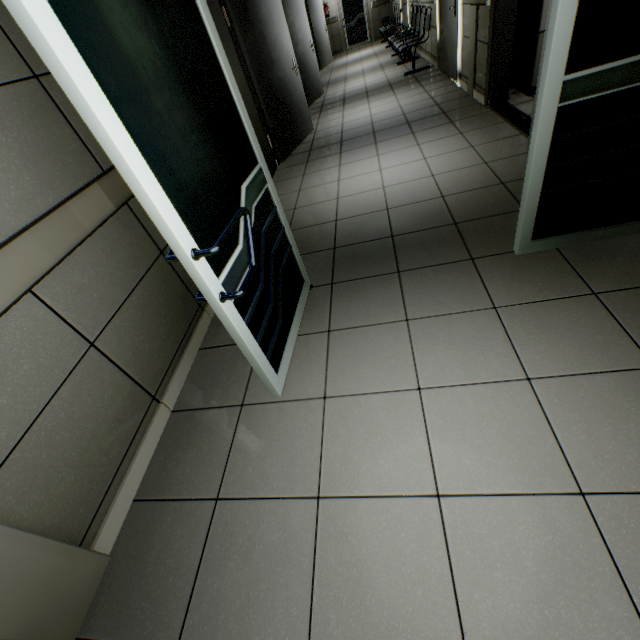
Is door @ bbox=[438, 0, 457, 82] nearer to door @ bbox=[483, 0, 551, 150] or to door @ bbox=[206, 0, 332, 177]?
door @ bbox=[483, 0, 551, 150]

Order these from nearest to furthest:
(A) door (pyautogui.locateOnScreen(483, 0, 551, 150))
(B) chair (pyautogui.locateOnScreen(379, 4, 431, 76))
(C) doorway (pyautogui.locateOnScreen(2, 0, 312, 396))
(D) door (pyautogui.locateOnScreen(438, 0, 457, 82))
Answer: (C) doorway (pyautogui.locateOnScreen(2, 0, 312, 396)), (A) door (pyautogui.locateOnScreen(483, 0, 551, 150)), (D) door (pyautogui.locateOnScreen(438, 0, 457, 82)), (B) chair (pyautogui.locateOnScreen(379, 4, 431, 76))

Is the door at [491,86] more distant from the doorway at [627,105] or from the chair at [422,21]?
the chair at [422,21]

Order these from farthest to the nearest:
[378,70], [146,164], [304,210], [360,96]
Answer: [378,70], [360,96], [304,210], [146,164]

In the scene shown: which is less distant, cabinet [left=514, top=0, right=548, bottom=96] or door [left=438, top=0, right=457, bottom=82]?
cabinet [left=514, top=0, right=548, bottom=96]

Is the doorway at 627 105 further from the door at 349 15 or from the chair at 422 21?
the door at 349 15

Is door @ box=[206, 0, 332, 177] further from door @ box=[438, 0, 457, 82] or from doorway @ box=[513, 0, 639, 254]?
door @ box=[438, 0, 457, 82]

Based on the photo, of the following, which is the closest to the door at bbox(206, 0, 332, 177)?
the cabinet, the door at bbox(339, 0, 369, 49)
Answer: the cabinet
